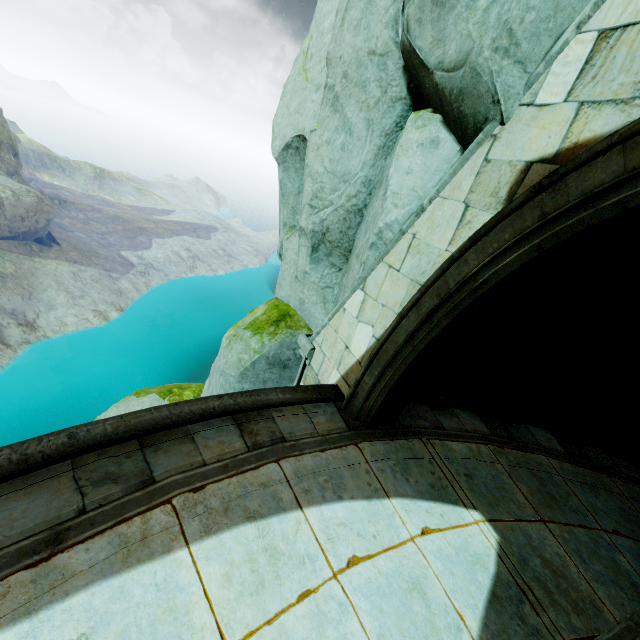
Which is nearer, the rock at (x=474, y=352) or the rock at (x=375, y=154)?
the rock at (x=375, y=154)

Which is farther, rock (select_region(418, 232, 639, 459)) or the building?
rock (select_region(418, 232, 639, 459))

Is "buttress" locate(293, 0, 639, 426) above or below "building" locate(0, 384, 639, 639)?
above

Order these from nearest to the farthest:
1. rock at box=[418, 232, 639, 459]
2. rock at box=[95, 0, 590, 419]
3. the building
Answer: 1. the building
2. rock at box=[95, 0, 590, 419]
3. rock at box=[418, 232, 639, 459]

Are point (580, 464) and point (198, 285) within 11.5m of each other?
no

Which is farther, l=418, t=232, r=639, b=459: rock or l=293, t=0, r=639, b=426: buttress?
l=418, t=232, r=639, b=459: rock

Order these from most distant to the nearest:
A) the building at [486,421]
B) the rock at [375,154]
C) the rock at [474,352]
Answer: the rock at [474,352] < the rock at [375,154] < the building at [486,421]
